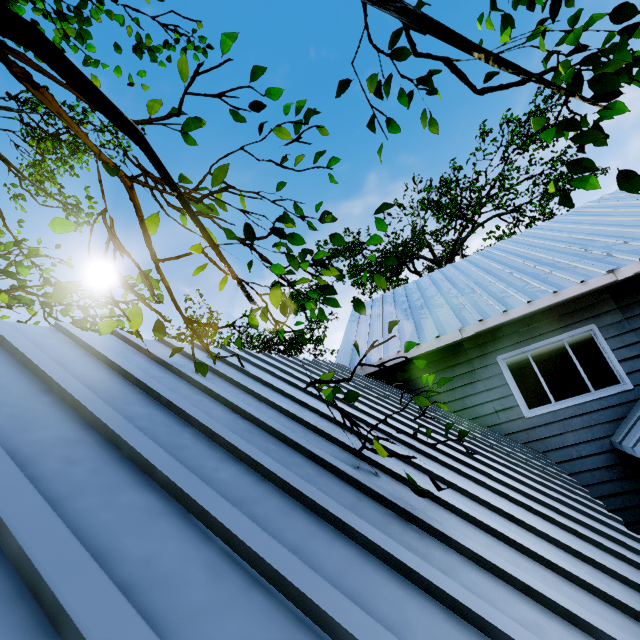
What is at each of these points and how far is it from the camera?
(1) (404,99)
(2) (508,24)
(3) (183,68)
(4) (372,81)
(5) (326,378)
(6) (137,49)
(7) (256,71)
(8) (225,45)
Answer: (1) tree, 2.6m
(2) tree, 2.4m
(3) tree, 2.2m
(4) tree, 2.4m
(5) tree, 2.6m
(6) tree, 5.1m
(7) tree, 2.3m
(8) tree, 2.1m

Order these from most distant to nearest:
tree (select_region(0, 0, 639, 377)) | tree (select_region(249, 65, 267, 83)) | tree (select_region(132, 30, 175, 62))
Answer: tree (select_region(132, 30, 175, 62))
tree (select_region(249, 65, 267, 83))
tree (select_region(0, 0, 639, 377))

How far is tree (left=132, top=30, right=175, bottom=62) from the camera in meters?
4.8 m

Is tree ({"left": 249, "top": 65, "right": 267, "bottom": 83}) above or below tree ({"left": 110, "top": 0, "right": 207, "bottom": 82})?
below

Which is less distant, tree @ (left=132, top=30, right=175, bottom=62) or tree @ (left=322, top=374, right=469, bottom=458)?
tree @ (left=322, top=374, right=469, bottom=458)

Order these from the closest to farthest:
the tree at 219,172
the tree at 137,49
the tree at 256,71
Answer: the tree at 219,172
the tree at 256,71
the tree at 137,49

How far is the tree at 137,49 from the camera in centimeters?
476cm
